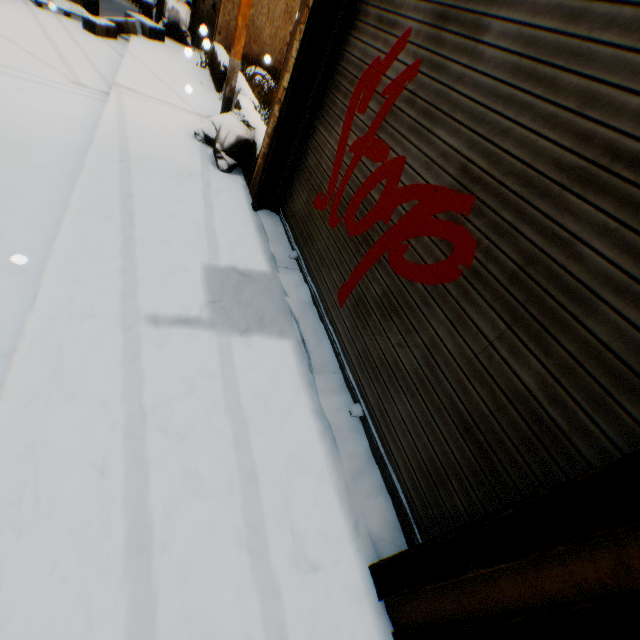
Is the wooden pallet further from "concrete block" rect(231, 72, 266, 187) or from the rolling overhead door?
the rolling overhead door

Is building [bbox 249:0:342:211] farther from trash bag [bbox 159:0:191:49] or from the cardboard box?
the cardboard box

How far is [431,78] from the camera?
2.2m

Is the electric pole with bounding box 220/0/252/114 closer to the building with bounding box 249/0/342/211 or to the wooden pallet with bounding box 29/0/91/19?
the building with bounding box 249/0/342/211

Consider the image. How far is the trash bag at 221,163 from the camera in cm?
454

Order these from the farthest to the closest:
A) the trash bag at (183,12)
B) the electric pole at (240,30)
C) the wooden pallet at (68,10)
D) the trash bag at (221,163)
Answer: the trash bag at (183,12) → the wooden pallet at (68,10) → the electric pole at (240,30) → the trash bag at (221,163)

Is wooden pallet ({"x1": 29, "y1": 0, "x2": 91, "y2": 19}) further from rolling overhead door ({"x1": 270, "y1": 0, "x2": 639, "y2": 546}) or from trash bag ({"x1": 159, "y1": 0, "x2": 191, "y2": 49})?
rolling overhead door ({"x1": 270, "y1": 0, "x2": 639, "y2": 546})

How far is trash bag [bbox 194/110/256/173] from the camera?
4.5 meters
